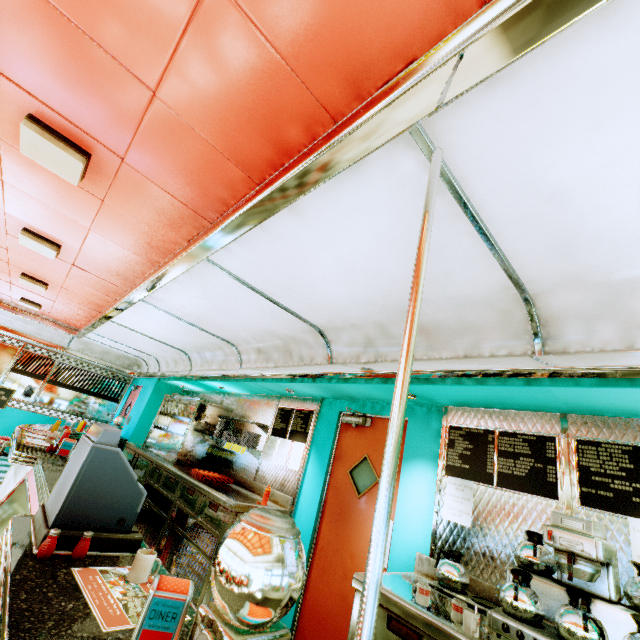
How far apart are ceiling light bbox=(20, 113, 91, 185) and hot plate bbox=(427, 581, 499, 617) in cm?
389

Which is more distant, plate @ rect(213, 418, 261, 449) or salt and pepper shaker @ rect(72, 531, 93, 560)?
plate @ rect(213, 418, 261, 449)

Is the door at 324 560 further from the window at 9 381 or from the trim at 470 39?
the window at 9 381

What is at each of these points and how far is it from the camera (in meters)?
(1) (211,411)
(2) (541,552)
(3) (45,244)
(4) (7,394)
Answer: (1) kitchen cabinet, 6.04
(2) coffee pot, 2.15
(3) ceiling light, 3.46
(4) sign, 7.11

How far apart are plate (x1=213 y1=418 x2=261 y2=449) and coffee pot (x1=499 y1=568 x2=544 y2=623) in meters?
3.8 m

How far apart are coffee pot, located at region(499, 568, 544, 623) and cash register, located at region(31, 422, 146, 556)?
2.12m

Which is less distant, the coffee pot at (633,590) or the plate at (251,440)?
the coffee pot at (633,590)

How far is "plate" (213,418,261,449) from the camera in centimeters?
508cm
